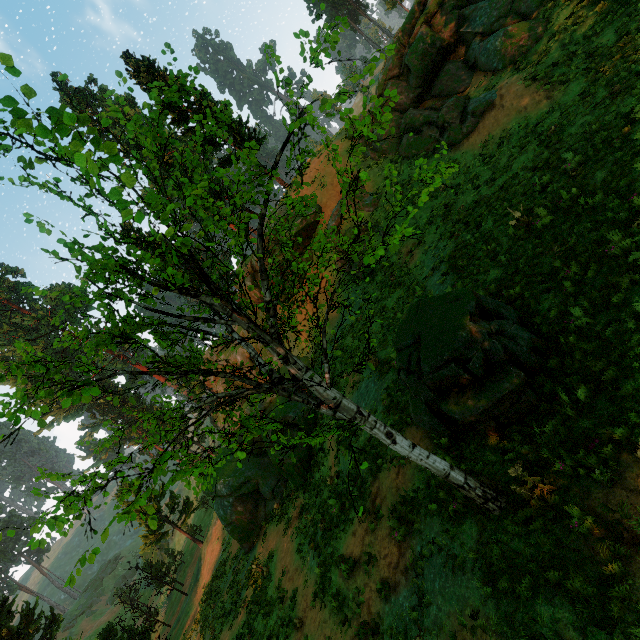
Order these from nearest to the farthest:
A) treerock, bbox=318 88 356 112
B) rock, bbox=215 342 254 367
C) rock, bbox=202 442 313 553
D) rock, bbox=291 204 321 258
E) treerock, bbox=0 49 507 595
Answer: treerock, bbox=0 49 507 595, treerock, bbox=318 88 356 112, rock, bbox=202 442 313 553, rock, bbox=291 204 321 258, rock, bbox=215 342 254 367

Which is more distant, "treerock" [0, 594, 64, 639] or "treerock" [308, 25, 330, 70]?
"treerock" [0, 594, 64, 639]

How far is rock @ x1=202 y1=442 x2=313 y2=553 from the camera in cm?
1802

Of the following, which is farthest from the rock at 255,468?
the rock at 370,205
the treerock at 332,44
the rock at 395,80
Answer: the rock at 395,80

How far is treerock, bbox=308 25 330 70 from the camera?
4.0m

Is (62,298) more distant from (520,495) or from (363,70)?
(520,495)

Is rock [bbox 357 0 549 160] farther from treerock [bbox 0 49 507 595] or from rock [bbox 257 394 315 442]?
treerock [bbox 0 49 507 595]

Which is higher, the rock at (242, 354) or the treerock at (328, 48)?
the rock at (242, 354)
